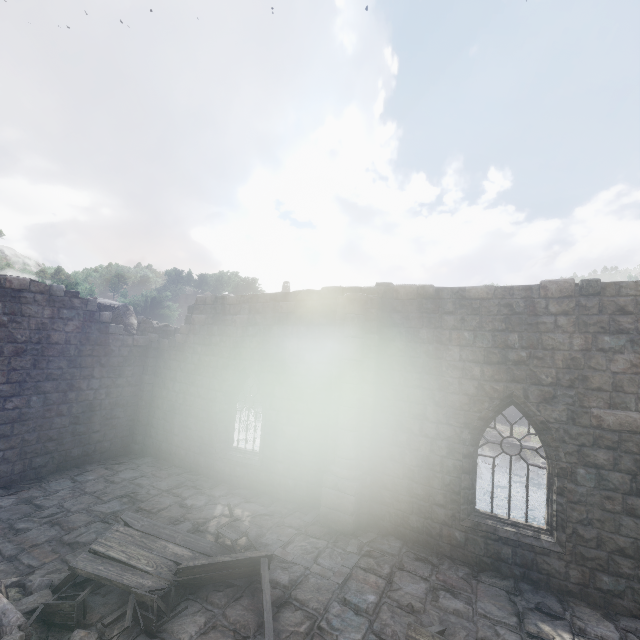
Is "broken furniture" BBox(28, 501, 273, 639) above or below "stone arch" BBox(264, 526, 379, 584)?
above

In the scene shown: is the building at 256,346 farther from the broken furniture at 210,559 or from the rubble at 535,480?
the rubble at 535,480

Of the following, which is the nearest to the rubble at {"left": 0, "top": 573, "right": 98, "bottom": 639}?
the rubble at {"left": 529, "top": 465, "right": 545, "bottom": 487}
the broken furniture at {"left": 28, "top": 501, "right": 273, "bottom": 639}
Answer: the broken furniture at {"left": 28, "top": 501, "right": 273, "bottom": 639}

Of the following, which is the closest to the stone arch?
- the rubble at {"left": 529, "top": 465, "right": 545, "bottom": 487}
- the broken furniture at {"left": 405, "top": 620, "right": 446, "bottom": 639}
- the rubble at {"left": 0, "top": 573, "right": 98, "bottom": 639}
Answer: the broken furniture at {"left": 405, "top": 620, "right": 446, "bottom": 639}

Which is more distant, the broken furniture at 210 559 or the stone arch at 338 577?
the stone arch at 338 577

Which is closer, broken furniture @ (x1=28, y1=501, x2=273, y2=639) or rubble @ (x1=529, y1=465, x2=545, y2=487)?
broken furniture @ (x1=28, y1=501, x2=273, y2=639)

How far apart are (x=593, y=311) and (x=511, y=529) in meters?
5.4

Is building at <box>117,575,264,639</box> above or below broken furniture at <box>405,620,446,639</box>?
below
